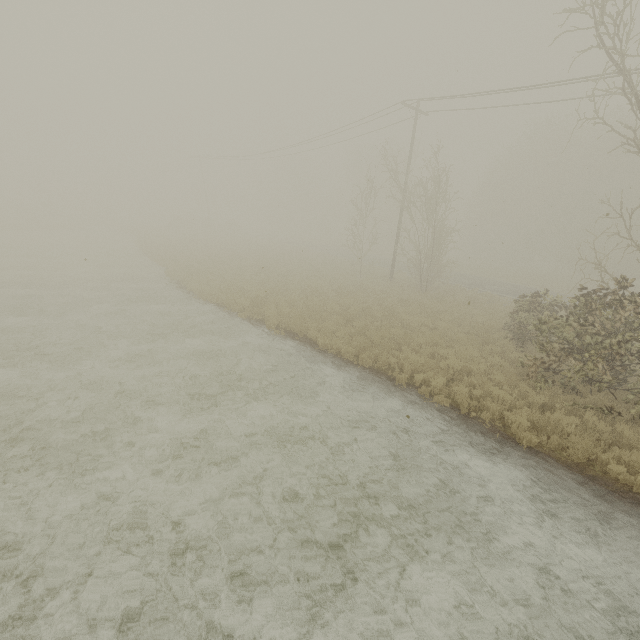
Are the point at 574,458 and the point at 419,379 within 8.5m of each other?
yes
